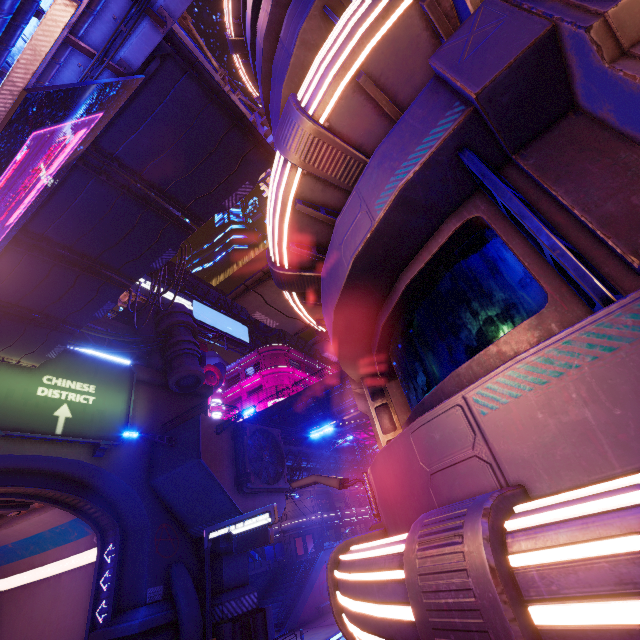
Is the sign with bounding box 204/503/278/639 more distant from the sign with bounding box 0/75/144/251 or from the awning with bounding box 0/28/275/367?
the awning with bounding box 0/28/275/367

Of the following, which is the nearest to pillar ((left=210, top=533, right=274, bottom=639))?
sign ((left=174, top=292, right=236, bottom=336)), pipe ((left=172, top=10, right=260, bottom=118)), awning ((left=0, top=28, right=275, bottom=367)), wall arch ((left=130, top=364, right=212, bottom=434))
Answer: wall arch ((left=130, top=364, right=212, bottom=434))

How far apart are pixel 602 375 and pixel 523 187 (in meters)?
1.62

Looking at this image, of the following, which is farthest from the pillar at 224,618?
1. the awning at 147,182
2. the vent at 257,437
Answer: the awning at 147,182

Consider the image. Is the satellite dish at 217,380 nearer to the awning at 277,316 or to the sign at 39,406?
the sign at 39,406

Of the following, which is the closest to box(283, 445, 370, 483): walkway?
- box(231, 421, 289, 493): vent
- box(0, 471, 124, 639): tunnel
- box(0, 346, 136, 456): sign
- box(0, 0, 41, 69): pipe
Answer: box(231, 421, 289, 493): vent

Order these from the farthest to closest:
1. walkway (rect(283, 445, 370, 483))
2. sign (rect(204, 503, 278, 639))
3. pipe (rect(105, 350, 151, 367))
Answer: walkway (rect(283, 445, 370, 483)), pipe (rect(105, 350, 151, 367)), sign (rect(204, 503, 278, 639))

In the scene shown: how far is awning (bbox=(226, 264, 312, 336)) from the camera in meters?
11.1
